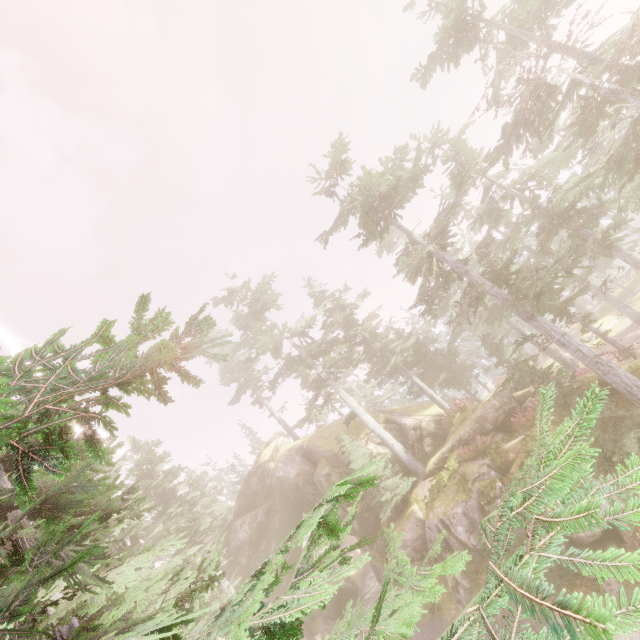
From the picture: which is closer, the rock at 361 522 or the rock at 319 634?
the rock at 361 522

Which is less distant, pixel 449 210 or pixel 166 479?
pixel 449 210

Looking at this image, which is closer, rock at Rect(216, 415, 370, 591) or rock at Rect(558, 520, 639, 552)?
rock at Rect(558, 520, 639, 552)

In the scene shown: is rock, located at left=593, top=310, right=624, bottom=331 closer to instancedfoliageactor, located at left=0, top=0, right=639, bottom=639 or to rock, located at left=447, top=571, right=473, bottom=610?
instancedfoliageactor, located at left=0, top=0, right=639, bottom=639

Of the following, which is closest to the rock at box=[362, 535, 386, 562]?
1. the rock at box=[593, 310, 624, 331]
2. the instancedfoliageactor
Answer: the instancedfoliageactor

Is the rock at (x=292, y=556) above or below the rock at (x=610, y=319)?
above
